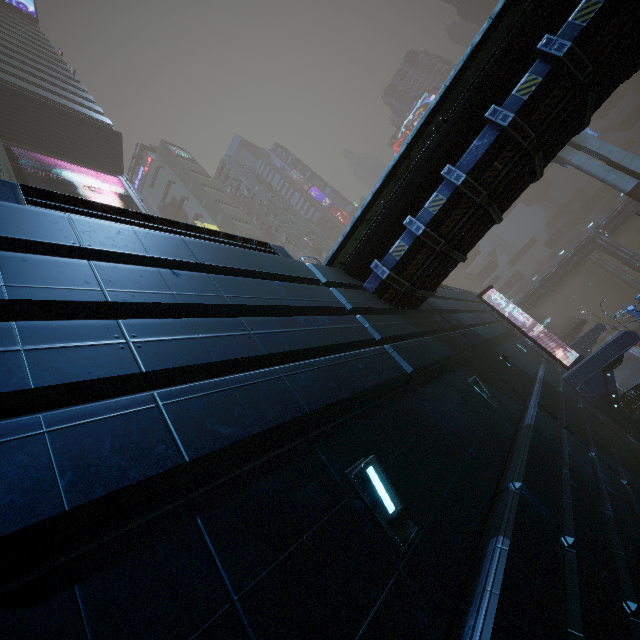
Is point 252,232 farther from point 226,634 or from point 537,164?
point 226,634

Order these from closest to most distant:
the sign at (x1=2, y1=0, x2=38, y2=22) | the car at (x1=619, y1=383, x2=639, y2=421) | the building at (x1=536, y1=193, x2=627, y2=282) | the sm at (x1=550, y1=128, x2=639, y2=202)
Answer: the car at (x1=619, y1=383, x2=639, y2=421) < the sm at (x1=550, y1=128, x2=639, y2=202) < the sign at (x1=2, y1=0, x2=38, y2=22) < the building at (x1=536, y1=193, x2=627, y2=282)

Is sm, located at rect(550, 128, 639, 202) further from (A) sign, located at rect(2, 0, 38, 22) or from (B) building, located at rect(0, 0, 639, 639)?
(A) sign, located at rect(2, 0, 38, 22)

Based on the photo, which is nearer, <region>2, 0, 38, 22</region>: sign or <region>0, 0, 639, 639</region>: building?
<region>0, 0, 639, 639</region>: building

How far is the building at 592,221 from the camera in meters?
53.2 m

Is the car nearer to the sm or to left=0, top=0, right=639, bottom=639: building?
left=0, top=0, right=639, bottom=639: building

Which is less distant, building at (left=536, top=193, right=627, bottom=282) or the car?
the car

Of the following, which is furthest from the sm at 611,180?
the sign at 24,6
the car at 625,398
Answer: the sign at 24,6
